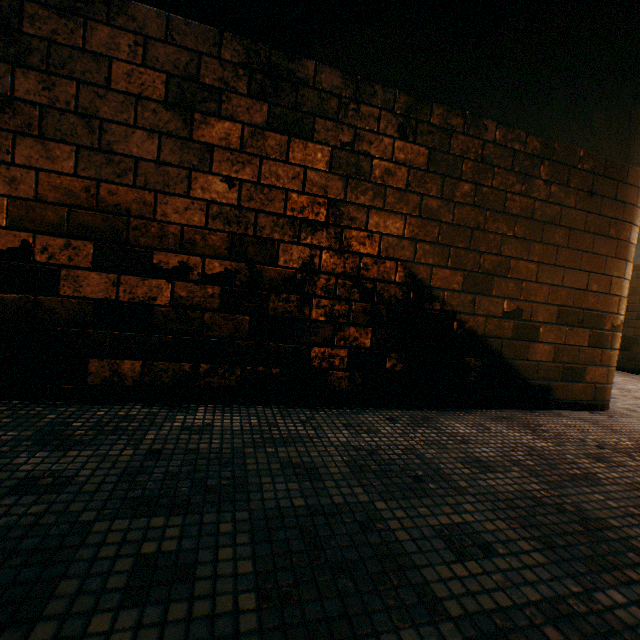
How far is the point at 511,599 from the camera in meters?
0.8 m
